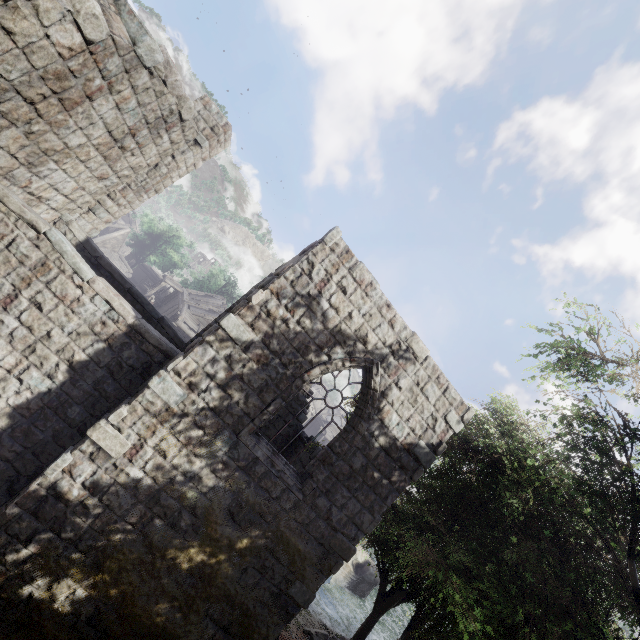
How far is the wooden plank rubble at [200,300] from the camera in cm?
3281

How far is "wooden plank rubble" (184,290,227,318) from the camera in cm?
3281

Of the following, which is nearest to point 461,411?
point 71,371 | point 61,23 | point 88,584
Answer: point 88,584

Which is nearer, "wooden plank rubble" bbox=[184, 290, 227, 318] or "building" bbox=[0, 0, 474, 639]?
"building" bbox=[0, 0, 474, 639]

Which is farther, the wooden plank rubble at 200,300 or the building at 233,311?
the wooden plank rubble at 200,300
